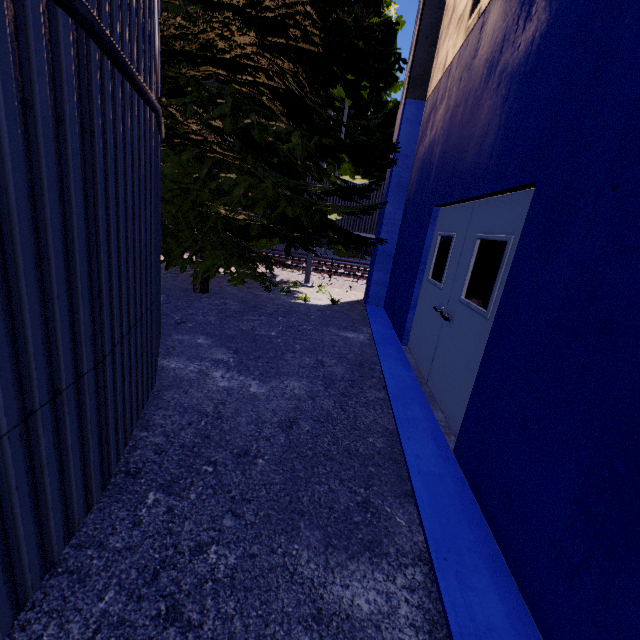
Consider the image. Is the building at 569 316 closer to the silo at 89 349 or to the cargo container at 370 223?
the silo at 89 349

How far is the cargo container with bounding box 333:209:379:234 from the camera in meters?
15.2 m

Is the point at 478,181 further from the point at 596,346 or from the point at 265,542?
the point at 265,542

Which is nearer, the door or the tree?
the door

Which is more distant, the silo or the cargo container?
the cargo container

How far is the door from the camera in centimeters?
303cm

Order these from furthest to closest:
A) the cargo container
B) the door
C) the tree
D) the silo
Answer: the cargo container → the tree → the door → the silo
